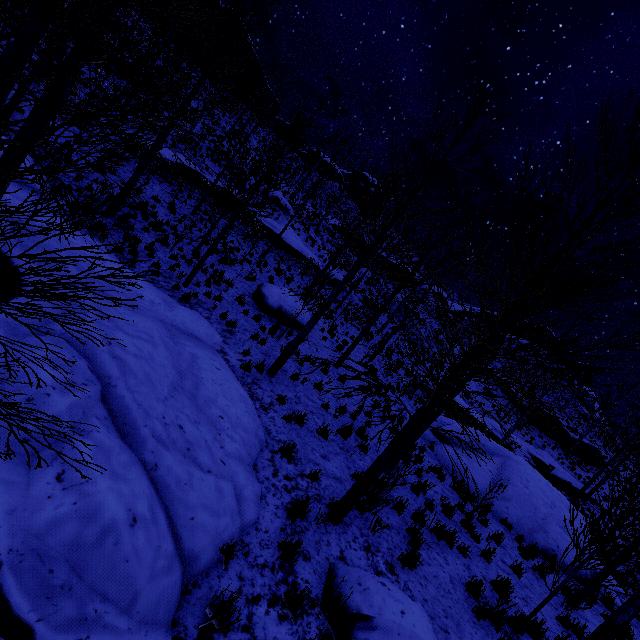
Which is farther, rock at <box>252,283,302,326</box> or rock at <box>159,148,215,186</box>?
rock at <box>159,148,215,186</box>

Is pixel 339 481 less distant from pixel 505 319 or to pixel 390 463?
pixel 390 463

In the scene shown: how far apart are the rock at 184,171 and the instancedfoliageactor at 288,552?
19.06m

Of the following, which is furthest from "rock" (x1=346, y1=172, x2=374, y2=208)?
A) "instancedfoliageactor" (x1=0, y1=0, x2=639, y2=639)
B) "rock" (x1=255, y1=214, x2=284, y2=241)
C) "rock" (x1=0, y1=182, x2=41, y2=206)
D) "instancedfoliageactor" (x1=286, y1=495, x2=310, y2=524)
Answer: "instancedfoliageactor" (x1=286, y1=495, x2=310, y2=524)

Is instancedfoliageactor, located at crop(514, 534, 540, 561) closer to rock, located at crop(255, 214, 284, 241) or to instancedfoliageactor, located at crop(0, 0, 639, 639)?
instancedfoliageactor, located at crop(0, 0, 639, 639)

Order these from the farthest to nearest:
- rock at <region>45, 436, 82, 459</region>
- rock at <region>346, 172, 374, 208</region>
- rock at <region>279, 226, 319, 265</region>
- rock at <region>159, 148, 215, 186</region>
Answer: rock at <region>346, 172, 374, 208</region> → rock at <region>279, 226, 319, 265</region> → rock at <region>159, 148, 215, 186</region> → rock at <region>45, 436, 82, 459</region>

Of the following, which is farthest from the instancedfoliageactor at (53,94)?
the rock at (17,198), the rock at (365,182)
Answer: the rock at (365,182)

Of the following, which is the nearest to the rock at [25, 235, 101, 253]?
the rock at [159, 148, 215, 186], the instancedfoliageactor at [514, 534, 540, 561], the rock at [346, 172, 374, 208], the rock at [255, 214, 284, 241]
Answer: the instancedfoliageactor at [514, 534, 540, 561]
